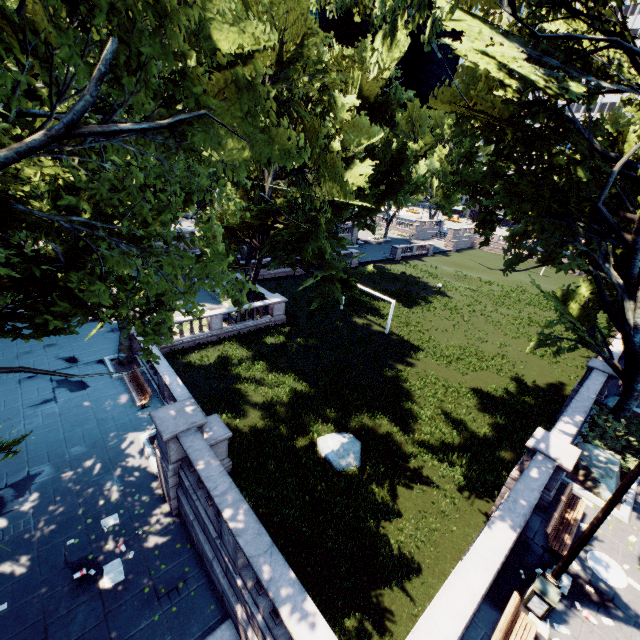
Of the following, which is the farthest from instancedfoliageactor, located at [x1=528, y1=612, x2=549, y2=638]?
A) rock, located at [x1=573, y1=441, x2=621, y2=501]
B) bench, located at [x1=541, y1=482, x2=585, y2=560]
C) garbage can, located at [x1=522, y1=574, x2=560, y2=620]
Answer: rock, located at [x1=573, y1=441, x2=621, y2=501]

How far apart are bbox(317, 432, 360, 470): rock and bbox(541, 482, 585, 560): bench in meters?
Answer: 7.1

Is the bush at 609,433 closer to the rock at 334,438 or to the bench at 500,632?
the bench at 500,632

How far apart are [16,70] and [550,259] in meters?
19.2 m

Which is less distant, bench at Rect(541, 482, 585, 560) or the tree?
the tree

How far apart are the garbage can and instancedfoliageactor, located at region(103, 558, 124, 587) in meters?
11.8

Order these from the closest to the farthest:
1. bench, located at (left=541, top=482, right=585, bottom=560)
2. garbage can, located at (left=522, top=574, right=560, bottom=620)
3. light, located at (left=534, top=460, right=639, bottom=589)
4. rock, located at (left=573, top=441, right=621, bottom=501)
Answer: light, located at (left=534, top=460, right=639, bottom=589) → garbage can, located at (left=522, top=574, right=560, bottom=620) → bench, located at (left=541, top=482, right=585, bottom=560) → rock, located at (left=573, top=441, right=621, bottom=501)

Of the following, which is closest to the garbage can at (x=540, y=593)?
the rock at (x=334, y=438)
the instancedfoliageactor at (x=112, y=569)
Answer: the rock at (x=334, y=438)
